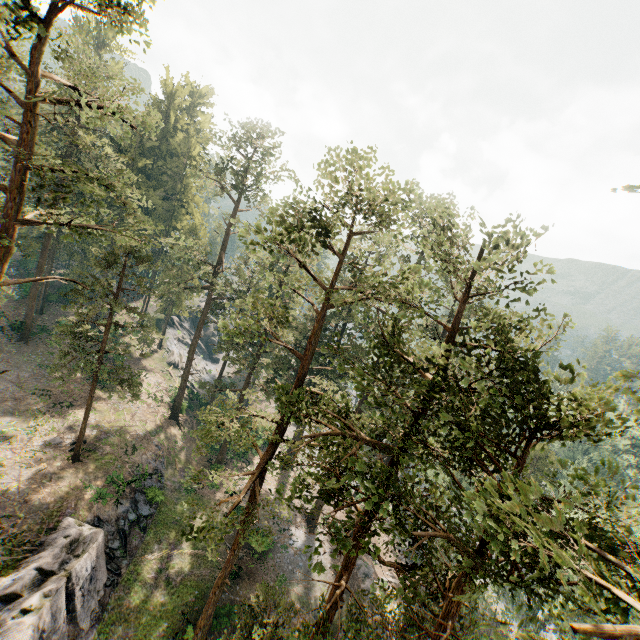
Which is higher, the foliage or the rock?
the foliage

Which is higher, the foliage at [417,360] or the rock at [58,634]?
the foliage at [417,360]

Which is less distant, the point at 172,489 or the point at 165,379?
the point at 172,489

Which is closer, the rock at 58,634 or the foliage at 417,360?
the foliage at 417,360

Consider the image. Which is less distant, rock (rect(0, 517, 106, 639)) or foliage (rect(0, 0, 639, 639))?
foliage (rect(0, 0, 639, 639))
